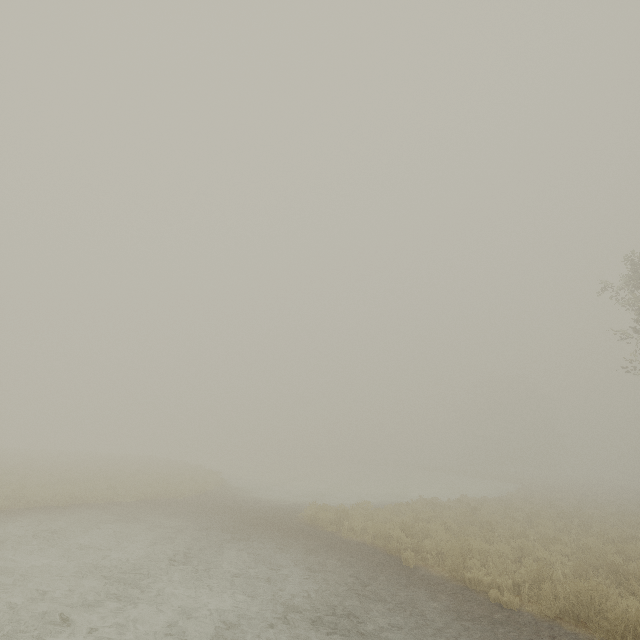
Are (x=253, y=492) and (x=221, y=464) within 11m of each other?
no
